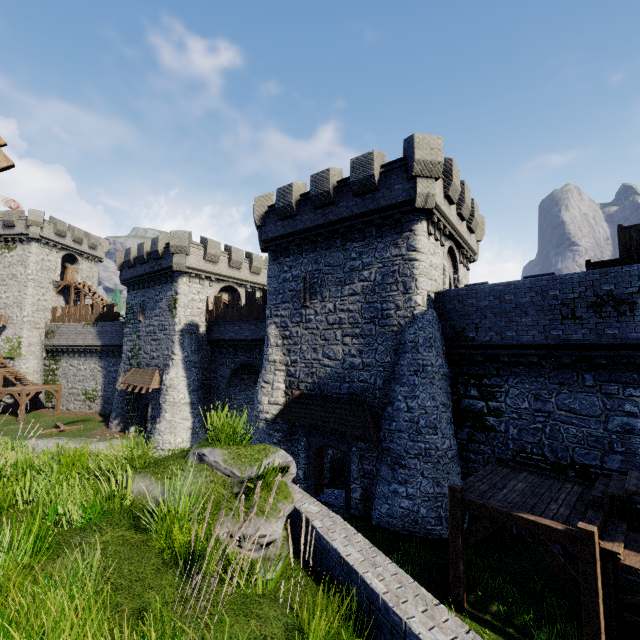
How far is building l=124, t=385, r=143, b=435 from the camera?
28.7 meters

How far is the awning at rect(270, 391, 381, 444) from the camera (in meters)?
14.44

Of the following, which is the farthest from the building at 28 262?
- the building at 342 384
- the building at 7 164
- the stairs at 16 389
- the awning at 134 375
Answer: the building at 7 164

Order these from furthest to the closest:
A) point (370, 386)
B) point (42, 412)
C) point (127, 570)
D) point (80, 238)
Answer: point (80, 238)
point (42, 412)
point (370, 386)
point (127, 570)

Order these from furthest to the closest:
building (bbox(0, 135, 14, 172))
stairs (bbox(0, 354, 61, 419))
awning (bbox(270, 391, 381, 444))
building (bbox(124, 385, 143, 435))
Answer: stairs (bbox(0, 354, 61, 419)) < building (bbox(124, 385, 143, 435)) < awning (bbox(270, 391, 381, 444)) < building (bbox(0, 135, 14, 172))

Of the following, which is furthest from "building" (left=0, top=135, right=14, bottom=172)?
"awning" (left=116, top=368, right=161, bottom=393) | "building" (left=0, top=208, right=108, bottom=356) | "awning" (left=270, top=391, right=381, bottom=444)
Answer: "building" (left=0, top=208, right=108, bottom=356)

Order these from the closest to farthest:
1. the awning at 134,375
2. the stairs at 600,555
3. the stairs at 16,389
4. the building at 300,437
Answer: the stairs at 600,555 < the building at 300,437 < the awning at 134,375 < the stairs at 16,389

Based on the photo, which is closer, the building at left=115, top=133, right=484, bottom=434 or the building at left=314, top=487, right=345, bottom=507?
the building at left=115, top=133, right=484, bottom=434
